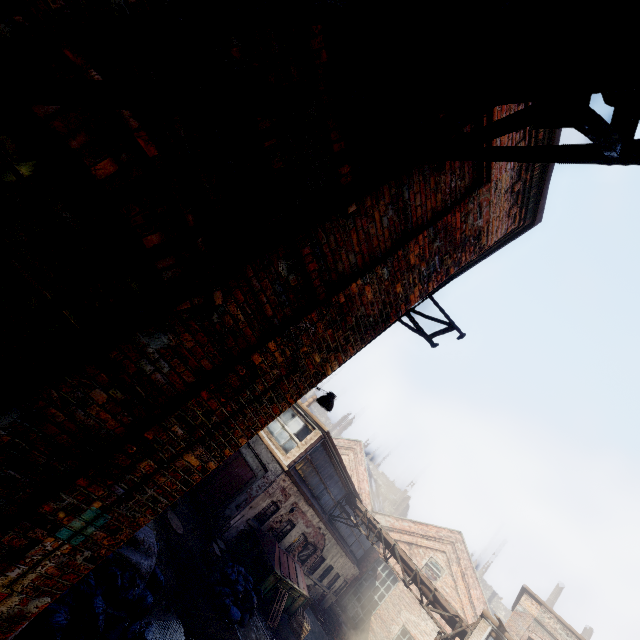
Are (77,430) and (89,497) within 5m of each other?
yes

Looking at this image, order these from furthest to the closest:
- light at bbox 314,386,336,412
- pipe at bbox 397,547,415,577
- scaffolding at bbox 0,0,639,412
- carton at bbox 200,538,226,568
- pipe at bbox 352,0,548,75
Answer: pipe at bbox 397,547,415,577 → carton at bbox 200,538,226,568 → light at bbox 314,386,336,412 → pipe at bbox 352,0,548,75 → scaffolding at bbox 0,0,639,412

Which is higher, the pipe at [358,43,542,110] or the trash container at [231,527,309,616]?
the pipe at [358,43,542,110]

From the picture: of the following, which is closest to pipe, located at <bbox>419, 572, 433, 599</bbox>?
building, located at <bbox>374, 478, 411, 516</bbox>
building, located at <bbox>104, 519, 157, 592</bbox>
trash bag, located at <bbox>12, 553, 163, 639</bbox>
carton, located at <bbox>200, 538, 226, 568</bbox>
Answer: carton, located at <bbox>200, 538, 226, 568</bbox>

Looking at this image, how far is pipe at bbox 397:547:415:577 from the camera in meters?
15.5

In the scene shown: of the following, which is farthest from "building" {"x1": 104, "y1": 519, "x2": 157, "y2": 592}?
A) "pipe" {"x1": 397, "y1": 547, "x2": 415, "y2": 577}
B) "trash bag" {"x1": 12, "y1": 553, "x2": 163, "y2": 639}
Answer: "pipe" {"x1": 397, "y1": 547, "x2": 415, "y2": 577}

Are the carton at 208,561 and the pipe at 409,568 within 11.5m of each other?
yes

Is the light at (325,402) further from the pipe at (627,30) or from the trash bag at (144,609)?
the pipe at (627,30)
